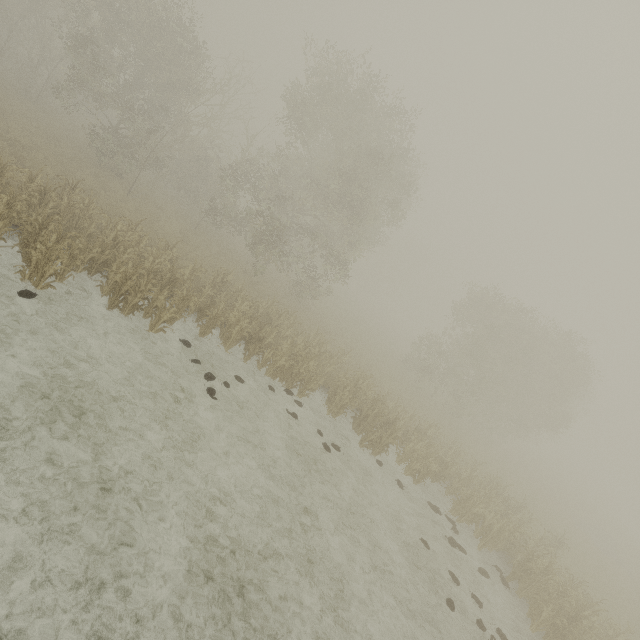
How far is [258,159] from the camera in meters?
23.7 m
